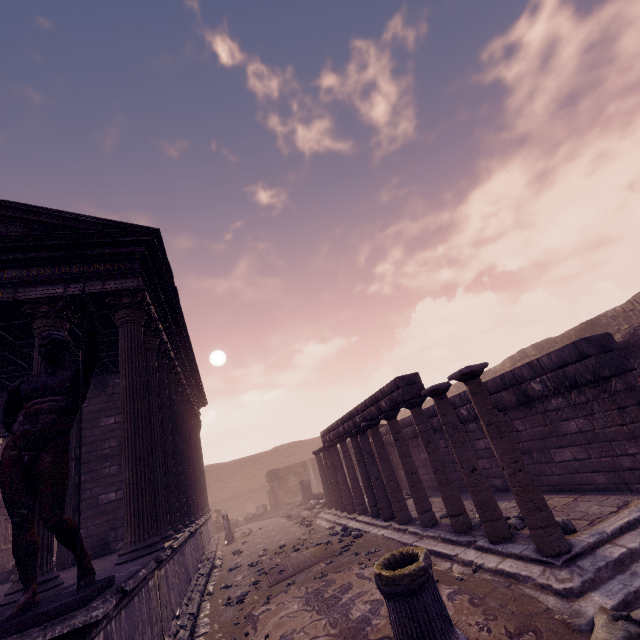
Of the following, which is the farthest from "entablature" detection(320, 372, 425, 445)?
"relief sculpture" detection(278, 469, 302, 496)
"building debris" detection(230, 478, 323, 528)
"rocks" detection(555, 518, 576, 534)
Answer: "relief sculpture" detection(278, 469, 302, 496)

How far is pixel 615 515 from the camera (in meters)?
4.73

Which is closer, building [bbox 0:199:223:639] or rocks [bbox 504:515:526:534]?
building [bbox 0:199:223:639]

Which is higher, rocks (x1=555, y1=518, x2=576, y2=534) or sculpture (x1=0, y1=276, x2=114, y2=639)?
sculpture (x1=0, y1=276, x2=114, y2=639)

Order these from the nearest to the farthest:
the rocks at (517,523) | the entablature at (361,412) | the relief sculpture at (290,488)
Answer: the rocks at (517,523) < the entablature at (361,412) < the relief sculpture at (290,488)

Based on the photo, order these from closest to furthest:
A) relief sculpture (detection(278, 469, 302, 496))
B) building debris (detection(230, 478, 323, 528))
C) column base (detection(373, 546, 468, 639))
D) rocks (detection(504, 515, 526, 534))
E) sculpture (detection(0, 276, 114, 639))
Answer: sculpture (detection(0, 276, 114, 639)) < column base (detection(373, 546, 468, 639)) < rocks (detection(504, 515, 526, 534)) < building debris (detection(230, 478, 323, 528)) < relief sculpture (detection(278, 469, 302, 496))

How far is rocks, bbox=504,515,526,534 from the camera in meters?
5.3 m

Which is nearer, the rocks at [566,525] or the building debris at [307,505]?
the rocks at [566,525]
